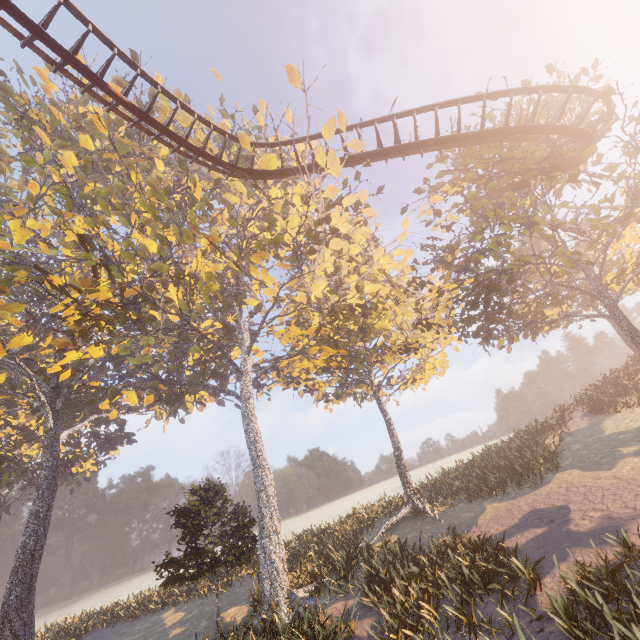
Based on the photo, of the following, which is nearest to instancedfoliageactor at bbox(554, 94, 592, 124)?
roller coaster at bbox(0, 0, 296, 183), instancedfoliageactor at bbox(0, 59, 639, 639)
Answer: instancedfoliageactor at bbox(0, 59, 639, 639)

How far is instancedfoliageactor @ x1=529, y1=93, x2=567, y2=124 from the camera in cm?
1423

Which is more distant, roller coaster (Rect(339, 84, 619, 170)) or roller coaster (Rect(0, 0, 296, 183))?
roller coaster (Rect(339, 84, 619, 170))

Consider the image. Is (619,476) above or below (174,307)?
below

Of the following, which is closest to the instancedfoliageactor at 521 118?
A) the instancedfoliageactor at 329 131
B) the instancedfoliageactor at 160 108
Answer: the instancedfoliageactor at 329 131

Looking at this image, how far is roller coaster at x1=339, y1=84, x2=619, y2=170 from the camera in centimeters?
1252cm

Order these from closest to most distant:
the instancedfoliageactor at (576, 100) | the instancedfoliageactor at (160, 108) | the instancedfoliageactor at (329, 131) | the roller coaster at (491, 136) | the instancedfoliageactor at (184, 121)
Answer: the roller coaster at (491, 136)
the instancedfoliageactor at (329, 131)
the instancedfoliageactor at (576, 100)
the instancedfoliageactor at (160, 108)
the instancedfoliageactor at (184, 121)

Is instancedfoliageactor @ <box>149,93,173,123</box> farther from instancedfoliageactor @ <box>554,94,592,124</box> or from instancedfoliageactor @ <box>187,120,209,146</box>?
instancedfoliageactor @ <box>554,94,592,124</box>
